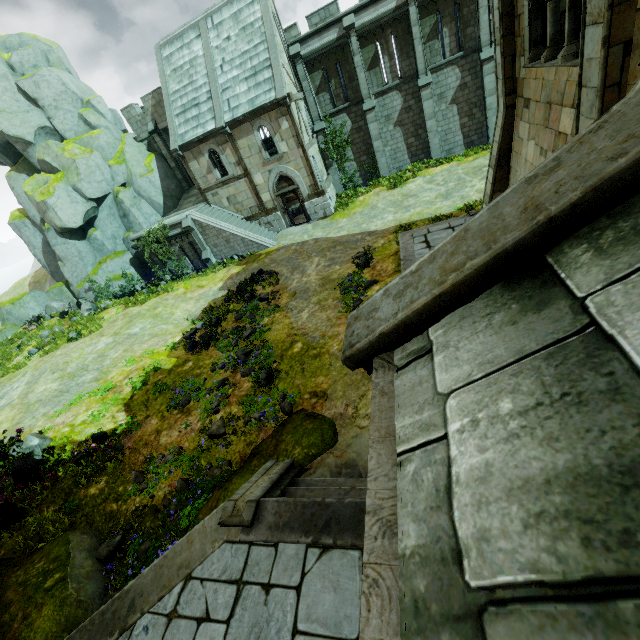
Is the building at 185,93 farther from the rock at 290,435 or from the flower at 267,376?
the rock at 290,435

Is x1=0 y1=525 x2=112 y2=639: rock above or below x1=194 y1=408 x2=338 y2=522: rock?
above

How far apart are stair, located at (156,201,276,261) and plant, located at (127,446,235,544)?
15.9 meters

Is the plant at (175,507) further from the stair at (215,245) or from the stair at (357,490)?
the stair at (215,245)

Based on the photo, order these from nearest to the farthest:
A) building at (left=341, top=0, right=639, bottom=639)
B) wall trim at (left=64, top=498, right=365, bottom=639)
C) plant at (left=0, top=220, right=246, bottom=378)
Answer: building at (left=341, top=0, right=639, bottom=639)
wall trim at (left=64, top=498, right=365, bottom=639)
plant at (left=0, top=220, right=246, bottom=378)

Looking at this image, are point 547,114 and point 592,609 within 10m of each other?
yes

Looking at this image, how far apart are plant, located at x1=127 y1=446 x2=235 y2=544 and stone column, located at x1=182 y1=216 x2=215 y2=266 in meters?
16.7

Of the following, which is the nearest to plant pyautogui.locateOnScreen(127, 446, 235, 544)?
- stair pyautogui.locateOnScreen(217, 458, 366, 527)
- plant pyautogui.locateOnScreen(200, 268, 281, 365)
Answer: stair pyautogui.locateOnScreen(217, 458, 366, 527)
